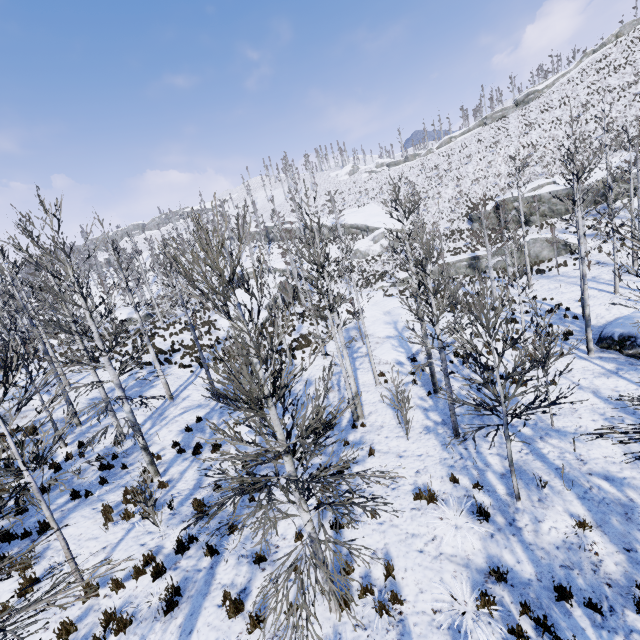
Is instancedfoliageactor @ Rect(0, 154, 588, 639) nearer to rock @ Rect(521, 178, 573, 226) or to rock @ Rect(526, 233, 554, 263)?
rock @ Rect(526, 233, 554, 263)

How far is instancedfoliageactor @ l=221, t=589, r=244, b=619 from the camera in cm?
607

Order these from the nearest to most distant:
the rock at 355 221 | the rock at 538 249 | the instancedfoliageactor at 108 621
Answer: the instancedfoliageactor at 108 621 < the rock at 538 249 < the rock at 355 221

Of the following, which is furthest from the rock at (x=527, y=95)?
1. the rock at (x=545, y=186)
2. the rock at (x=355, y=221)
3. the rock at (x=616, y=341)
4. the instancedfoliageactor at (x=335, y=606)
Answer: the rock at (x=616, y=341)

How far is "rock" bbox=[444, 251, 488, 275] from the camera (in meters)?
33.03

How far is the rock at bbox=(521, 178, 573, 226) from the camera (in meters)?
33.53

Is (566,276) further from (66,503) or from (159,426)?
(66,503)

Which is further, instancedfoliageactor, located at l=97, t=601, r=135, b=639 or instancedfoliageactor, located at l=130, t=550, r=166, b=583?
instancedfoliageactor, located at l=130, t=550, r=166, b=583
